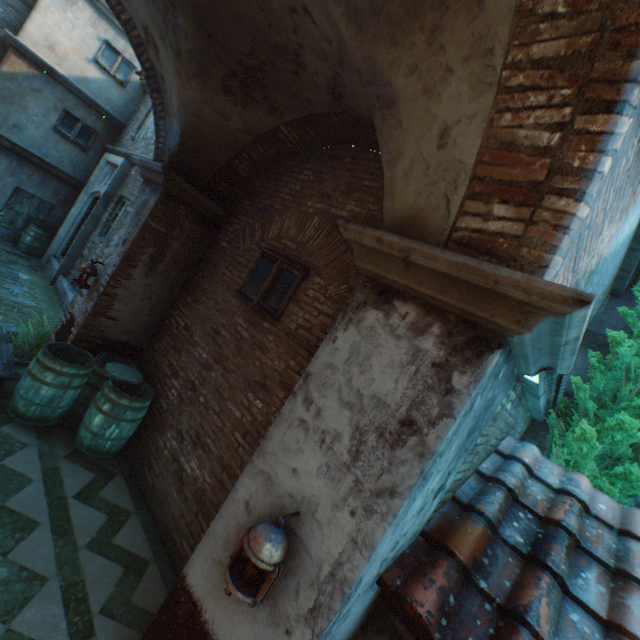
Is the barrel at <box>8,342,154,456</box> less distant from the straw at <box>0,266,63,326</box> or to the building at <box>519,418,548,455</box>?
the straw at <box>0,266,63,326</box>

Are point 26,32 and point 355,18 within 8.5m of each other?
no

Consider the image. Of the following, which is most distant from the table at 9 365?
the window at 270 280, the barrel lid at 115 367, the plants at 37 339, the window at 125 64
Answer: the window at 125 64

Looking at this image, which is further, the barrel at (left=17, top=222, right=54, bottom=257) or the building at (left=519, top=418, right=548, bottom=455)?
the barrel at (left=17, top=222, right=54, bottom=257)

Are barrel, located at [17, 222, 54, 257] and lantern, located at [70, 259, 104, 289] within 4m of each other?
no

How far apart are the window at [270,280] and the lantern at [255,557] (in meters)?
2.36

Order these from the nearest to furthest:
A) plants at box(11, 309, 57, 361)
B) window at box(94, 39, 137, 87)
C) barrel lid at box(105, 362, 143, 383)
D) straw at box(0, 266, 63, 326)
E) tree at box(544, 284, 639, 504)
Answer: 1. tree at box(544, 284, 639, 504)
2. barrel lid at box(105, 362, 143, 383)
3. plants at box(11, 309, 57, 361)
4. straw at box(0, 266, 63, 326)
5. window at box(94, 39, 137, 87)

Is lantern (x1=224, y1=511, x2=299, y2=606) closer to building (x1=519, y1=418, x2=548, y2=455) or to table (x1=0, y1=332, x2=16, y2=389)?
table (x1=0, y1=332, x2=16, y2=389)
